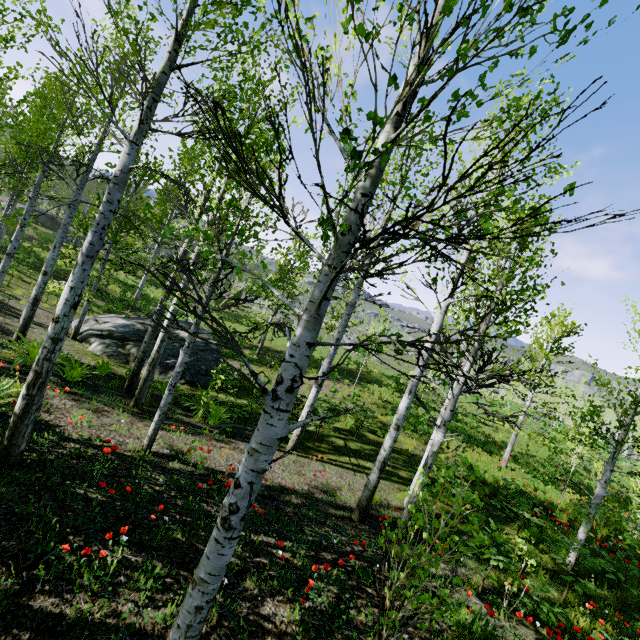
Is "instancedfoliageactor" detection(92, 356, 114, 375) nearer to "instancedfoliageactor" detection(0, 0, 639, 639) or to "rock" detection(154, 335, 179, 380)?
"rock" detection(154, 335, 179, 380)

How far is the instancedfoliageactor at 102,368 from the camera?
9.0 meters

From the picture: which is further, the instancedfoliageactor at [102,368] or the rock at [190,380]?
the rock at [190,380]

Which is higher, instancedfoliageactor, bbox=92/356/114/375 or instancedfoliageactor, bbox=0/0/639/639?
instancedfoliageactor, bbox=0/0/639/639

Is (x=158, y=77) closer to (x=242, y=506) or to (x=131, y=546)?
(x=242, y=506)

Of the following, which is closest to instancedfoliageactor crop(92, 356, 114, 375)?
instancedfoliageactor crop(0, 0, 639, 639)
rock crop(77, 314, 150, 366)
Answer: rock crop(77, 314, 150, 366)
